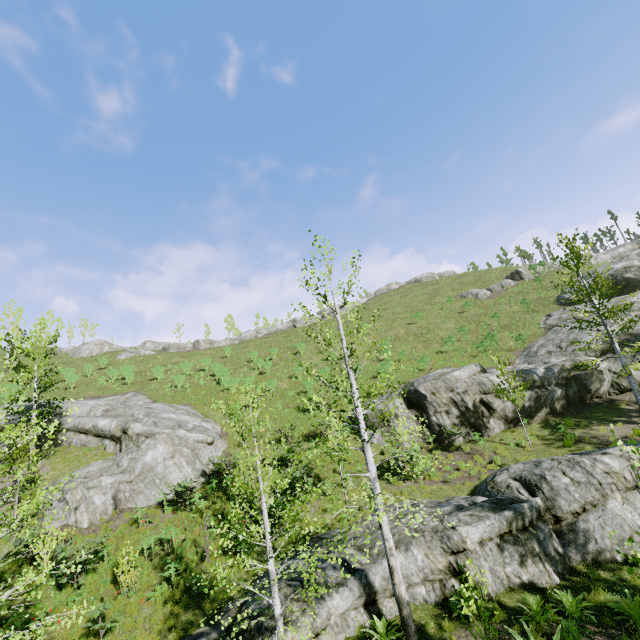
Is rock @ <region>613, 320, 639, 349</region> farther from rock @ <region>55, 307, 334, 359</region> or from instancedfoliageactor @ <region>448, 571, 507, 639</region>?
Answer: rock @ <region>55, 307, 334, 359</region>

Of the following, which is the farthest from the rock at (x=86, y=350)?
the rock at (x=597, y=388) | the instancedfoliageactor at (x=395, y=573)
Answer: the instancedfoliageactor at (x=395, y=573)

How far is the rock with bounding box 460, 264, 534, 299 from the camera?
40.8m

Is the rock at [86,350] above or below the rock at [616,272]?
above

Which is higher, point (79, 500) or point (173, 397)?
point (173, 397)

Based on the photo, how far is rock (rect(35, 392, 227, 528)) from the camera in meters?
16.2

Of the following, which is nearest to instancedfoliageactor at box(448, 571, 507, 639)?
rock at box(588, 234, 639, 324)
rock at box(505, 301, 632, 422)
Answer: rock at box(505, 301, 632, 422)

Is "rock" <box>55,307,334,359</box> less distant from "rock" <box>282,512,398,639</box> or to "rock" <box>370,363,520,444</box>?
"rock" <box>370,363,520,444</box>
